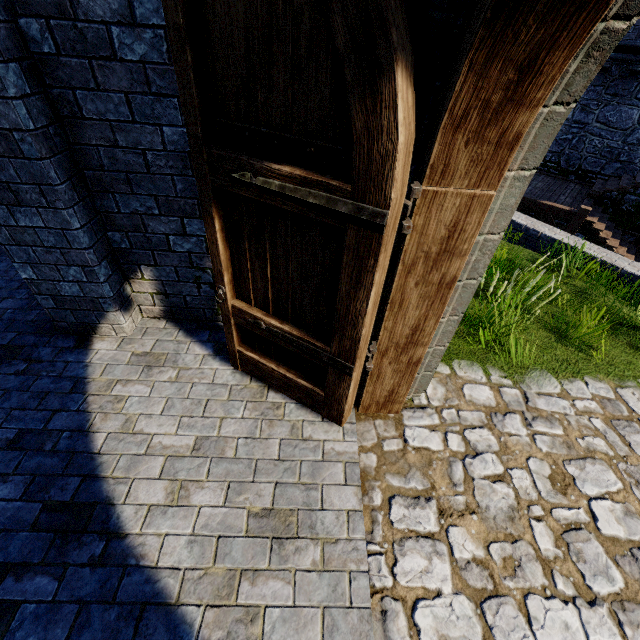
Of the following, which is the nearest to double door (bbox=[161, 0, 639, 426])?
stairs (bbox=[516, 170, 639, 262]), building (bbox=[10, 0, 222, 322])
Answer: building (bbox=[10, 0, 222, 322])

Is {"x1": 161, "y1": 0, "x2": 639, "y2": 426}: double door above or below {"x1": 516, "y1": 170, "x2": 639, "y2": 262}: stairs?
above

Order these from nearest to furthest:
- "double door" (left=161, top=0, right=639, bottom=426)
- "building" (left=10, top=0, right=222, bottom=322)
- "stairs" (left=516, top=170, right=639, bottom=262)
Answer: "double door" (left=161, top=0, right=639, bottom=426) → "building" (left=10, top=0, right=222, bottom=322) → "stairs" (left=516, top=170, right=639, bottom=262)

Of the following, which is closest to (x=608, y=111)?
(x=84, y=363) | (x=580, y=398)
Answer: (x=580, y=398)

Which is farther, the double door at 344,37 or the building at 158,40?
the building at 158,40

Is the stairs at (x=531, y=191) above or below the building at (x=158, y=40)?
below

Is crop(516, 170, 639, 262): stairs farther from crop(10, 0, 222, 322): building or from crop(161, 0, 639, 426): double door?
crop(161, 0, 639, 426): double door
